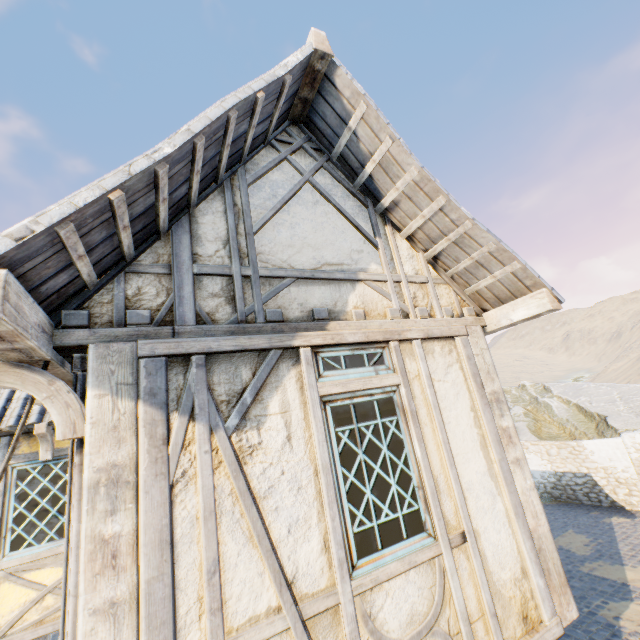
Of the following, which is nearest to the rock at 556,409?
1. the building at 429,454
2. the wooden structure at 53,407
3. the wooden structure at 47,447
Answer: the building at 429,454

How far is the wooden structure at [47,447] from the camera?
5.0m

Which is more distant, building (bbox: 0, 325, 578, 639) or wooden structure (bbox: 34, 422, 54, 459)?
wooden structure (bbox: 34, 422, 54, 459)

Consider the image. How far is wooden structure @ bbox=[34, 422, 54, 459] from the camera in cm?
501

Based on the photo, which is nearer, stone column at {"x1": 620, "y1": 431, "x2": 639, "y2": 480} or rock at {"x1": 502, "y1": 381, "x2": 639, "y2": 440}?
stone column at {"x1": 620, "y1": 431, "x2": 639, "y2": 480}

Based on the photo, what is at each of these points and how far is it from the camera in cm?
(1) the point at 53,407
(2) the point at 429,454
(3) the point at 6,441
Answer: (1) wooden structure, 206
(2) building, 305
(3) building, 514

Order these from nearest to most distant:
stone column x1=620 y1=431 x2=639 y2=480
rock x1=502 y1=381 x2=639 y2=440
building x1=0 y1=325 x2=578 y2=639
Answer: building x1=0 y1=325 x2=578 y2=639
stone column x1=620 y1=431 x2=639 y2=480
rock x1=502 y1=381 x2=639 y2=440

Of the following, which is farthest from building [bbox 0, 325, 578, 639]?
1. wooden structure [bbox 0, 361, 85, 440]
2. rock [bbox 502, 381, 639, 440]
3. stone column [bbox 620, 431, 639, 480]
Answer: stone column [bbox 620, 431, 639, 480]
